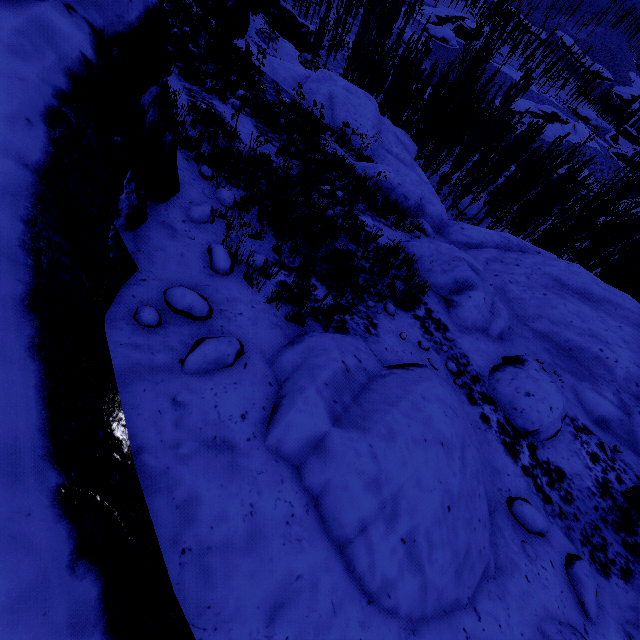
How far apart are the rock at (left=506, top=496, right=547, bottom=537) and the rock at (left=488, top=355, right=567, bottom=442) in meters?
1.4 m

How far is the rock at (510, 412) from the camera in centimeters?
545cm

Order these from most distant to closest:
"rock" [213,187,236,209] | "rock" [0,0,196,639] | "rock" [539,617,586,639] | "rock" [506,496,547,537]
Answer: "rock" [213,187,236,209], "rock" [506,496,547,537], "rock" [539,617,586,639], "rock" [0,0,196,639]

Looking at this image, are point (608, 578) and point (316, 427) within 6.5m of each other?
yes

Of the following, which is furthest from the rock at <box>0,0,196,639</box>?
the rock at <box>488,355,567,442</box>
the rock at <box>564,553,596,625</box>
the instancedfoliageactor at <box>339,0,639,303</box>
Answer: the rock at <box>488,355,567,442</box>

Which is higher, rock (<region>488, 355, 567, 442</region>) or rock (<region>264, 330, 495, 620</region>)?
rock (<region>264, 330, 495, 620</region>)

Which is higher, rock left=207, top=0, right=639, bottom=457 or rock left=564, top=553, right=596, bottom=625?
rock left=564, top=553, right=596, bottom=625

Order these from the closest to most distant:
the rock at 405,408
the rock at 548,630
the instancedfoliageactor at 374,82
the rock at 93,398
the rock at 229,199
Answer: the rock at 93,398 → the rock at 405,408 → the rock at 548,630 → the rock at 229,199 → the instancedfoliageactor at 374,82
